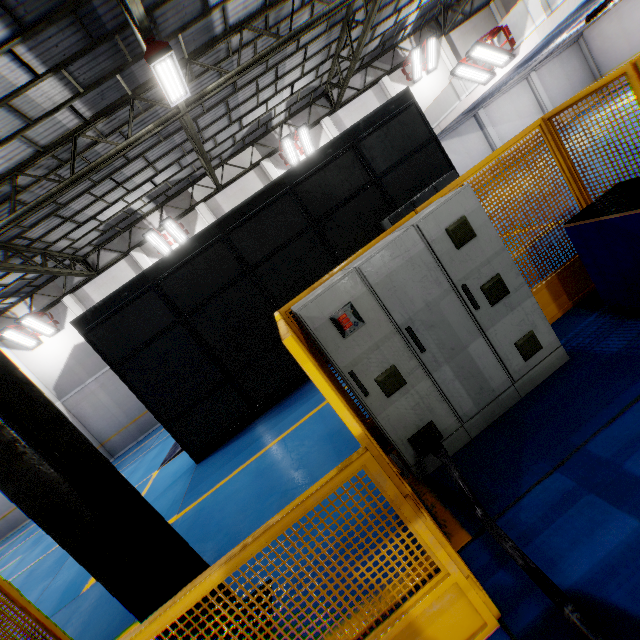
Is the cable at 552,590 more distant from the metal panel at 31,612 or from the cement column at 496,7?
the cement column at 496,7

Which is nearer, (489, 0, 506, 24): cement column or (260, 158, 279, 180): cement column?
(260, 158, 279, 180): cement column

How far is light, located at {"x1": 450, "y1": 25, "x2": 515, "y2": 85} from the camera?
11.27m

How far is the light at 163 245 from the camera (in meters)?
15.34

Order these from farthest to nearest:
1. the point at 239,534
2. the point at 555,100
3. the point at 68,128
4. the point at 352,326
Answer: the point at 555,100 < the point at 68,128 < the point at 239,534 < the point at 352,326

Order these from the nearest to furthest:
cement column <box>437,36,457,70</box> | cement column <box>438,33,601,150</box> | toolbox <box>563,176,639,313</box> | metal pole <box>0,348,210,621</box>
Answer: metal pole <box>0,348,210,621</box> → toolbox <box>563,176,639,313</box> → cement column <box>437,36,457,70</box> → cement column <box>438,33,601,150</box>

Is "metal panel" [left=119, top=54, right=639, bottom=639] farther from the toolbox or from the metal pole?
the metal pole

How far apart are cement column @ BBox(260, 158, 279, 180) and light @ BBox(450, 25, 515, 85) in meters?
9.1
